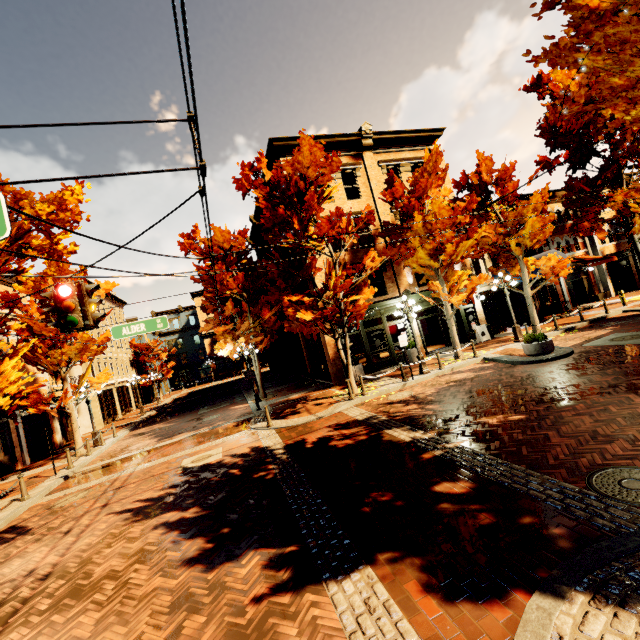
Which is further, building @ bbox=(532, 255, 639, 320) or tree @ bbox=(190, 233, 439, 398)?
building @ bbox=(532, 255, 639, 320)

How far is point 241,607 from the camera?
3.98m

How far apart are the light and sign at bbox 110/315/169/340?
4.3m

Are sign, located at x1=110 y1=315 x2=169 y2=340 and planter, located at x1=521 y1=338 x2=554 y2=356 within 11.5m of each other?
no

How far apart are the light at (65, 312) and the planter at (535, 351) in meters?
13.7

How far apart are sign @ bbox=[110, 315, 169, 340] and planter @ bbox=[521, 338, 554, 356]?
13.24m

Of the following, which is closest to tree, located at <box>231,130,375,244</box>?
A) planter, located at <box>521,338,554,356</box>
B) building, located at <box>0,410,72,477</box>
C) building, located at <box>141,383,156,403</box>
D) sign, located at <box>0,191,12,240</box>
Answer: building, located at <box>0,410,72,477</box>

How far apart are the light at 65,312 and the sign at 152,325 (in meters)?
4.26
